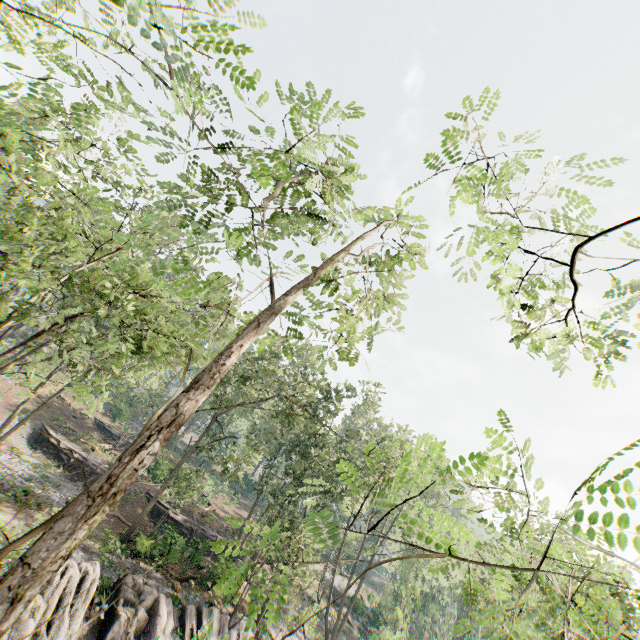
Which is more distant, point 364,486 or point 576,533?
point 364,486

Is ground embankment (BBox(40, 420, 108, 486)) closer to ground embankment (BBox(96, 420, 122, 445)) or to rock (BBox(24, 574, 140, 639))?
rock (BBox(24, 574, 140, 639))

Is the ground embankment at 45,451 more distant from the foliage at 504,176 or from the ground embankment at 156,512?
the foliage at 504,176

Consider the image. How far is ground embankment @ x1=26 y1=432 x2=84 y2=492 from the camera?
30.27m

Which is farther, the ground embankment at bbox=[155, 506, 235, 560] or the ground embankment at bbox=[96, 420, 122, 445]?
the ground embankment at bbox=[96, 420, 122, 445]

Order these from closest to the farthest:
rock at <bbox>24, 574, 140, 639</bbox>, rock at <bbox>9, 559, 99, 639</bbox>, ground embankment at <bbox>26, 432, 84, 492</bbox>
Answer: rock at <bbox>9, 559, 99, 639</bbox> < rock at <bbox>24, 574, 140, 639</bbox> < ground embankment at <bbox>26, 432, 84, 492</bbox>

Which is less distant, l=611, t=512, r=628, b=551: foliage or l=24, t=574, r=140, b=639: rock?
l=611, t=512, r=628, b=551: foliage

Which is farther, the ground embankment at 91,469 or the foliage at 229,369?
the ground embankment at 91,469
